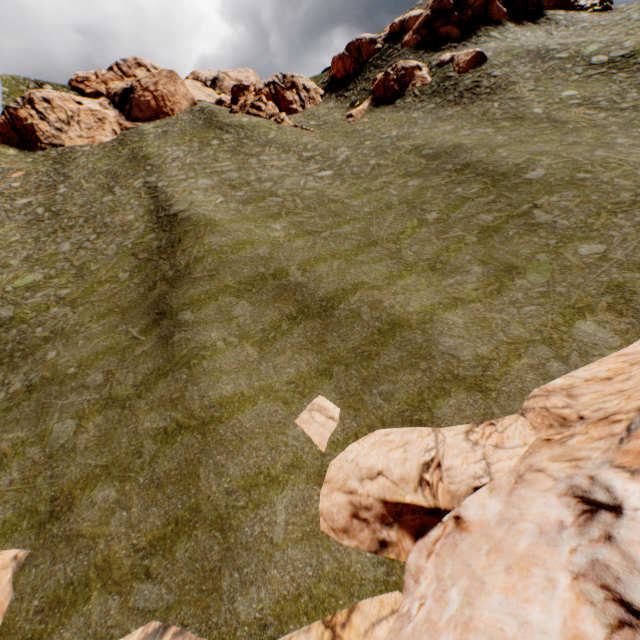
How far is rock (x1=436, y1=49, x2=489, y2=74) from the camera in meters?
31.5

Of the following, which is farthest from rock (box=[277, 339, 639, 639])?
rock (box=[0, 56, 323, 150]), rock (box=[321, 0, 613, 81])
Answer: rock (box=[0, 56, 323, 150])

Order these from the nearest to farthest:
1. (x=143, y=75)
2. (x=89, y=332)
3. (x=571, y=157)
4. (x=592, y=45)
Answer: (x=89, y=332) → (x=571, y=157) → (x=592, y=45) → (x=143, y=75)

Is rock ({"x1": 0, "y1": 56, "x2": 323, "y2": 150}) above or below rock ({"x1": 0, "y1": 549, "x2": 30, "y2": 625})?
above

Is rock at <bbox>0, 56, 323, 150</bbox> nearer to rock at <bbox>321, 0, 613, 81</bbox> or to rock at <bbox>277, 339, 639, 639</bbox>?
rock at <bbox>321, 0, 613, 81</bbox>

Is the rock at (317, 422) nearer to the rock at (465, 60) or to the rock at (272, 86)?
the rock at (465, 60)

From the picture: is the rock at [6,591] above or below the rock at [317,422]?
above
